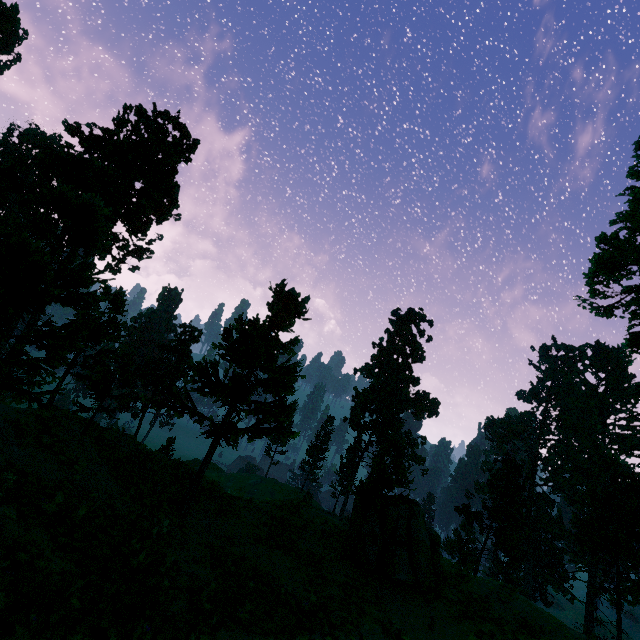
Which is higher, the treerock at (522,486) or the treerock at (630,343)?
the treerock at (630,343)

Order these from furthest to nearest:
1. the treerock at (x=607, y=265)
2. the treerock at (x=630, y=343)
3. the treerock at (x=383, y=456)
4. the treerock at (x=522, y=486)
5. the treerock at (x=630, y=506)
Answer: the treerock at (x=522, y=486) < the treerock at (x=630, y=506) < the treerock at (x=630, y=343) < the treerock at (x=607, y=265) < the treerock at (x=383, y=456)

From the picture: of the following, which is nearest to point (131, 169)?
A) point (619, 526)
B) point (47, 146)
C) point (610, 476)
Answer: point (47, 146)

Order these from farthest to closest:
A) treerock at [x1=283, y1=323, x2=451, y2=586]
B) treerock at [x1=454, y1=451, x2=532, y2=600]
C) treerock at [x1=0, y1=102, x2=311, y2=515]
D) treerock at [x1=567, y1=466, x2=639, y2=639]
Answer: treerock at [x1=454, y1=451, x2=532, y2=600], treerock at [x1=567, y1=466, x2=639, y2=639], treerock at [x1=283, y1=323, x2=451, y2=586], treerock at [x1=0, y1=102, x2=311, y2=515]

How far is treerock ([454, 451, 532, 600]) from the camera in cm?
4191

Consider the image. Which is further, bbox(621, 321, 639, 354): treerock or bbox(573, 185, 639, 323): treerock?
bbox(621, 321, 639, 354): treerock

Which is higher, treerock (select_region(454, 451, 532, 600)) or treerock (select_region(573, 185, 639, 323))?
treerock (select_region(573, 185, 639, 323))
